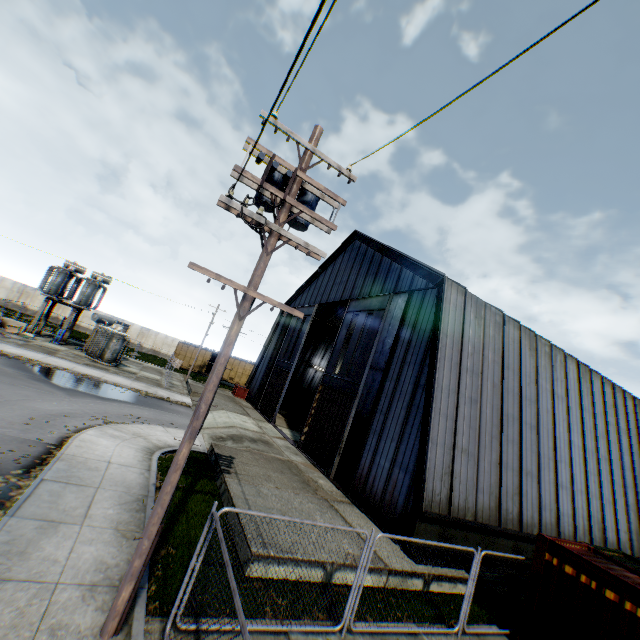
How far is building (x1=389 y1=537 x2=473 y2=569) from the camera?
10.9m

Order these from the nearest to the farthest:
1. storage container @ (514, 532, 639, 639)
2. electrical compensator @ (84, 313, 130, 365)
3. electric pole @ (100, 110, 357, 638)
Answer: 1. electric pole @ (100, 110, 357, 638)
2. storage container @ (514, 532, 639, 639)
3. electrical compensator @ (84, 313, 130, 365)

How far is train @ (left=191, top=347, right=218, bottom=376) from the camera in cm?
4519

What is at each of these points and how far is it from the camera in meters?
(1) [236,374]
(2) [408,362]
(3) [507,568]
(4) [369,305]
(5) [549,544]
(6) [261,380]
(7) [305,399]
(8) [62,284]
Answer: (1) train, 45.3
(2) building, 15.1
(3) building, 12.9
(4) hanging door, 19.9
(5) storage container, 9.2
(6) building, 32.2
(7) storage container, 32.2
(8) electrical compensator, 29.3

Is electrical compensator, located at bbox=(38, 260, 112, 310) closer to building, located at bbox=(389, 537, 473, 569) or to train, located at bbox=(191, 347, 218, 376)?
train, located at bbox=(191, 347, 218, 376)

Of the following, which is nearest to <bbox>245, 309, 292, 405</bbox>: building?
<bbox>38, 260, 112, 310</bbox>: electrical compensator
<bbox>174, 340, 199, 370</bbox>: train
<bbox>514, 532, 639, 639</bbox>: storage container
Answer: <bbox>514, 532, 639, 639</bbox>: storage container

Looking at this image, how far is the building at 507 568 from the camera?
12.3 meters

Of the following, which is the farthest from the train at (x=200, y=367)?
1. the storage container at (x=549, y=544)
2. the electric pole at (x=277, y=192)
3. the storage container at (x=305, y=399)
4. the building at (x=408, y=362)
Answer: the electric pole at (x=277, y=192)
